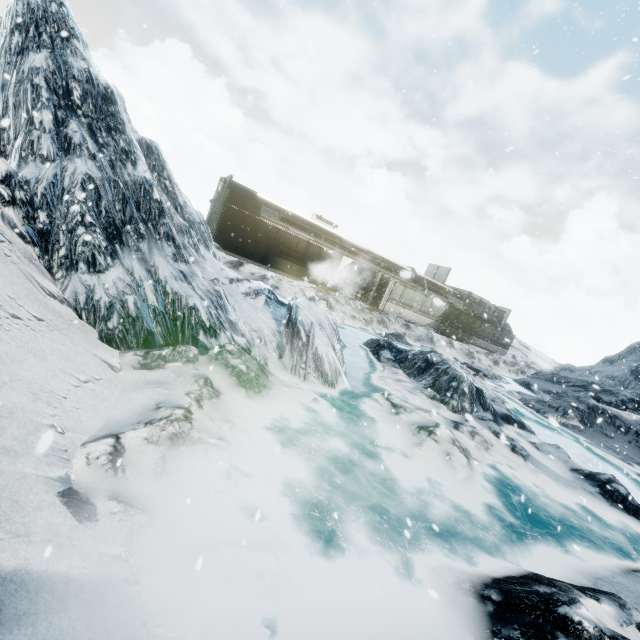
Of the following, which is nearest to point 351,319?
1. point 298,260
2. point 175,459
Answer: point 298,260
